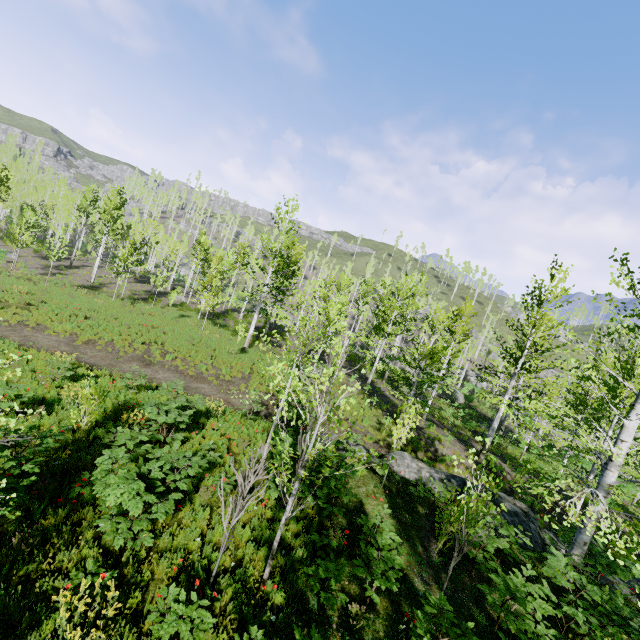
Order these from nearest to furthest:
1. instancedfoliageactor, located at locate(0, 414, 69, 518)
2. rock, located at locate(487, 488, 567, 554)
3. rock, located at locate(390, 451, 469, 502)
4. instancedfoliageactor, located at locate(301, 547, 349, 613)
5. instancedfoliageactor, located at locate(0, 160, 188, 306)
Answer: instancedfoliageactor, located at locate(0, 414, 69, 518), instancedfoliageactor, located at locate(301, 547, 349, 613), rock, located at locate(487, 488, 567, 554), rock, located at locate(390, 451, 469, 502), instancedfoliageactor, located at locate(0, 160, 188, 306)

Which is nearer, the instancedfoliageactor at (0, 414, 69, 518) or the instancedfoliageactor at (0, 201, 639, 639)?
the instancedfoliageactor at (0, 414, 69, 518)

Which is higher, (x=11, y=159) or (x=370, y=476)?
(x=11, y=159)

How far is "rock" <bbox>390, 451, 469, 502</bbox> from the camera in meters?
11.8

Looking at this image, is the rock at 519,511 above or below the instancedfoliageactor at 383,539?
below

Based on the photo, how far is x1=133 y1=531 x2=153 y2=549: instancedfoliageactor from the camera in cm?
570

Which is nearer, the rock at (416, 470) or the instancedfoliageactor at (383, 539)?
the instancedfoliageactor at (383, 539)
